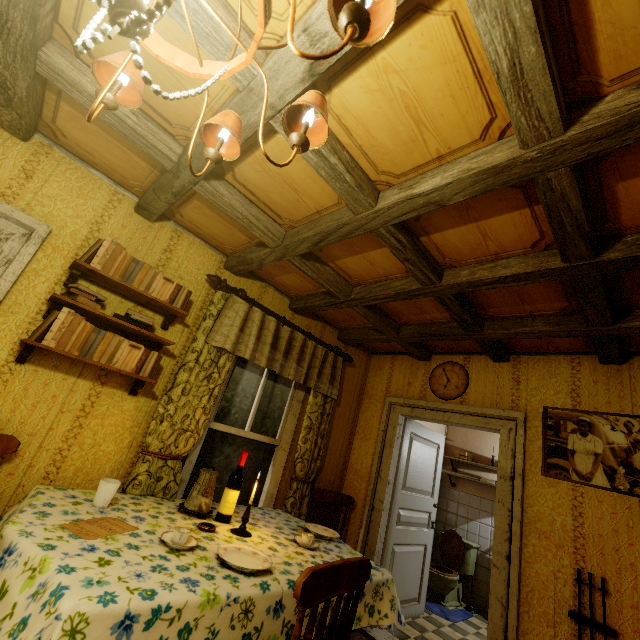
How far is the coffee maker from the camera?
2.2 meters

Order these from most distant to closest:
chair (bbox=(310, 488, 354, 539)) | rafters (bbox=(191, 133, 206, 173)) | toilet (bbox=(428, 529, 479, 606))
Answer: toilet (bbox=(428, 529, 479, 606)) → chair (bbox=(310, 488, 354, 539)) → rafters (bbox=(191, 133, 206, 173))

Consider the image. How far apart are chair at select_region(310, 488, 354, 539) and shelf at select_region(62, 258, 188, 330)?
2.3 meters

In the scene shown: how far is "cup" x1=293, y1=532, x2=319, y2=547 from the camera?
2.2 meters

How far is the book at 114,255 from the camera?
2.14m

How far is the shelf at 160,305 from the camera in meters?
2.1

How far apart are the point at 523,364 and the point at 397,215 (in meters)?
2.37

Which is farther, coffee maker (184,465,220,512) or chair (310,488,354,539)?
chair (310,488,354,539)
